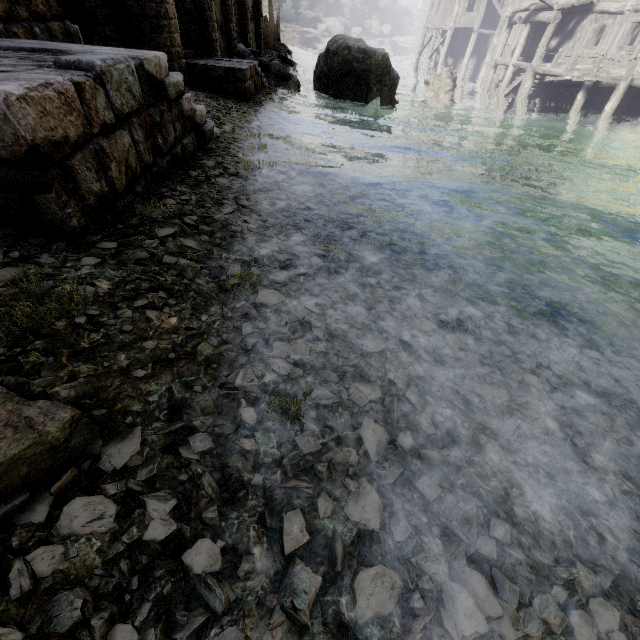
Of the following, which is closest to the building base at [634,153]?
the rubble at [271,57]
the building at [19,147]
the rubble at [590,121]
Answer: the building at [19,147]

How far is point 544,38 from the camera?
18.4m

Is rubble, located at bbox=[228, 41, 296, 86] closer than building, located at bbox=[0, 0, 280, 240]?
No

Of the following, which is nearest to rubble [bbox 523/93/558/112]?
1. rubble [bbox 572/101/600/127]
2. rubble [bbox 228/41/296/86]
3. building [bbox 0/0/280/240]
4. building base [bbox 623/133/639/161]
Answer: rubble [bbox 572/101/600/127]

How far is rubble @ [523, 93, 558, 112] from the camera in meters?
20.2

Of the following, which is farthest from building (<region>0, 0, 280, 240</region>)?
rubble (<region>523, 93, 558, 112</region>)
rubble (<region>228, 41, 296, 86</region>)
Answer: rubble (<region>523, 93, 558, 112</region>)

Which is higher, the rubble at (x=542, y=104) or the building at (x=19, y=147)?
the building at (x=19, y=147)
